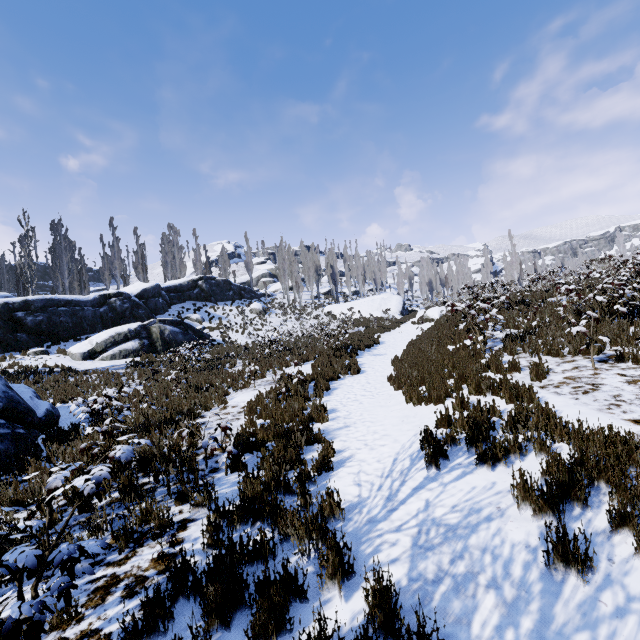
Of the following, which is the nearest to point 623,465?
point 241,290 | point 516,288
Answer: point 241,290

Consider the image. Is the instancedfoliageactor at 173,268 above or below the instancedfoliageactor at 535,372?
above

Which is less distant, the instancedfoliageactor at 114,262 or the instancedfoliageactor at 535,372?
the instancedfoliageactor at 535,372

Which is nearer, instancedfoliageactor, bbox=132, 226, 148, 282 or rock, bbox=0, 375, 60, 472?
rock, bbox=0, 375, 60, 472

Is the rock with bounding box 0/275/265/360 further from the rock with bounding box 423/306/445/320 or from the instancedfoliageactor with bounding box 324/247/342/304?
the rock with bounding box 423/306/445/320

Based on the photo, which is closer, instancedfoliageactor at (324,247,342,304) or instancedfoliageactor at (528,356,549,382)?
instancedfoliageactor at (528,356,549,382)

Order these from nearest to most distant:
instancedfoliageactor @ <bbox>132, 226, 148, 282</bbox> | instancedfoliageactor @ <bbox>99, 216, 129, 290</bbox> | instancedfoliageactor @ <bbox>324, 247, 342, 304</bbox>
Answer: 1. instancedfoliageactor @ <bbox>99, 216, 129, 290</bbox>
2. instancedfoliageactor @ <bbox>132, 226, 148, 282</bbox>
3. instancedfoliageactor @ <bbox>324, 247, 342, 304</bbox>

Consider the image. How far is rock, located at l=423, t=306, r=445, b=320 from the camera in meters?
27.3
